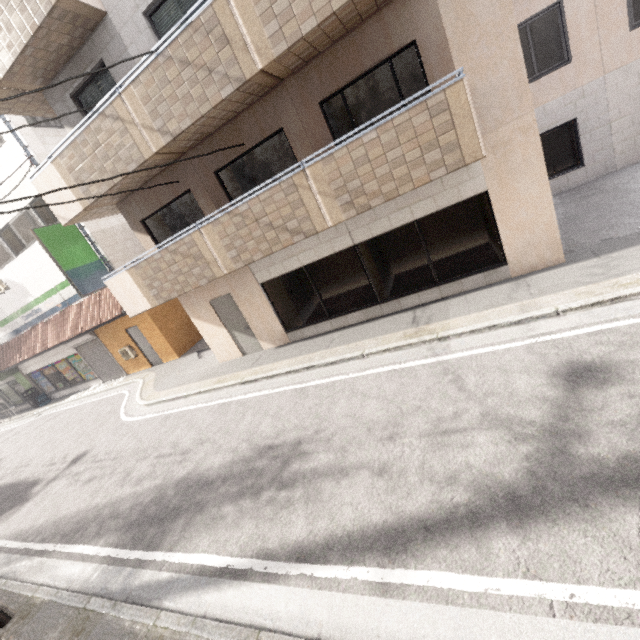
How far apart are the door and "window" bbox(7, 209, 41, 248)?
8.7 meters

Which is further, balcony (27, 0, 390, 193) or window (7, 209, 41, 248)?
window (7, 209, 41, 248)

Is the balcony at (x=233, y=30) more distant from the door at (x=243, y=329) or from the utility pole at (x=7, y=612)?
the utility pole at (x=7, y=612)

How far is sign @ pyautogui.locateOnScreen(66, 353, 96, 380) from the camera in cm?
1674

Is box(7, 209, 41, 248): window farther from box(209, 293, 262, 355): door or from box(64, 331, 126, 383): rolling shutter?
box(209, 293, 262, 355): door

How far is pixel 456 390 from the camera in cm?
495

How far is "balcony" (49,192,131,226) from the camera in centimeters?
830cm

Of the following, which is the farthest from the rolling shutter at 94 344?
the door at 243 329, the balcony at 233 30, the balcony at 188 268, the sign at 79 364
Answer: the door at 243 329
